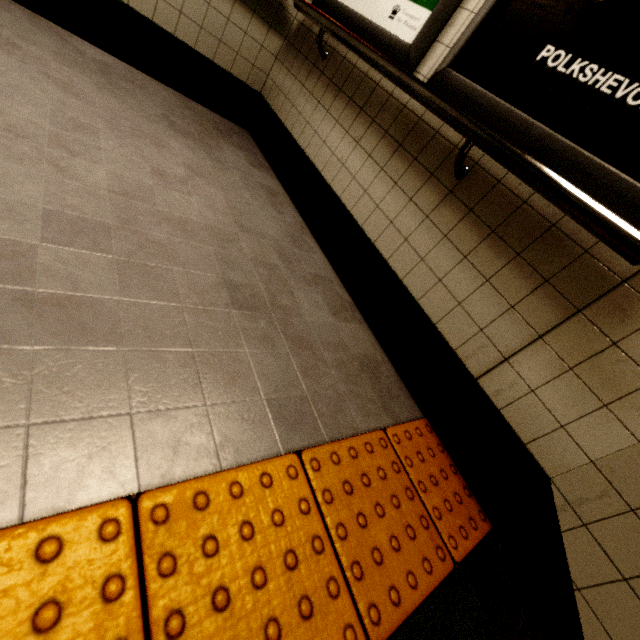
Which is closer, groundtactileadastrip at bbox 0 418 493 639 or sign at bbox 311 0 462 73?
groundtactileadastrip at bbox 0 418 493 639

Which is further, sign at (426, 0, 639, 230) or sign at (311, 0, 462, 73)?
sign at (311, 0, 462, 73)

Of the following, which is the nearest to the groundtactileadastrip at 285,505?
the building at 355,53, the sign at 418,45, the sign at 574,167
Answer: the building at 355,53

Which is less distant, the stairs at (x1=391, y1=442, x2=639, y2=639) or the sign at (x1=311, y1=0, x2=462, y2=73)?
the stairs at (x1=391, y1=442, x2=639, y2=639)

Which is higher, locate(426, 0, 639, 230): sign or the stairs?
locate(426, 0, 639, 230): sign

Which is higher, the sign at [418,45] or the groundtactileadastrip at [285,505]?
the sign at [418,45]

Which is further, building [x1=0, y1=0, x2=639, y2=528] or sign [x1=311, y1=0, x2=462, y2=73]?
sign [x1=311, y1=0, x2=462, y2=73]

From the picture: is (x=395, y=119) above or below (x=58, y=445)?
above
